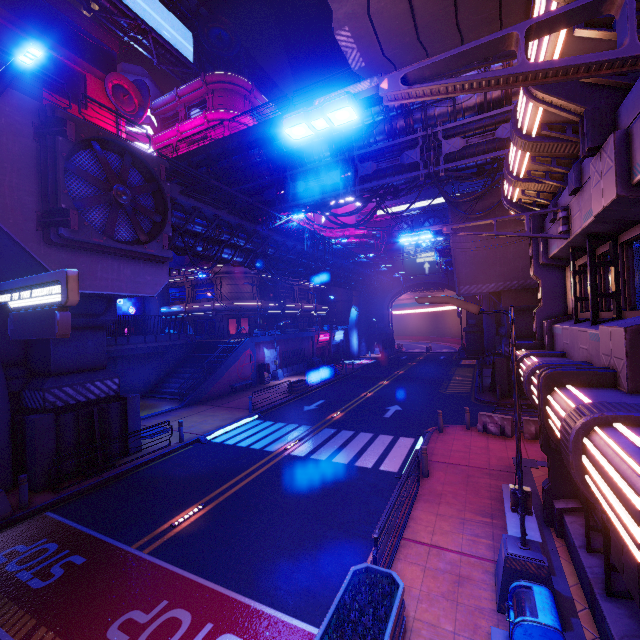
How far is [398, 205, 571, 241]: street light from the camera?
6.12m

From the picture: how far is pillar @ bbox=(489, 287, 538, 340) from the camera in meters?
21.8

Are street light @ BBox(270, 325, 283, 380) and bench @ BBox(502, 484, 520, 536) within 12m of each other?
no

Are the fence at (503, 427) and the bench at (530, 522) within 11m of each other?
yes

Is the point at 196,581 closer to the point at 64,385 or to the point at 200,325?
the point at 64,385

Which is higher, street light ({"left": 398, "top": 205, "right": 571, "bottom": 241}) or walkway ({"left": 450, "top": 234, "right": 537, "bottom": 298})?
walkway ({"left": 450, "top": 234, "right": 537, "bottom": 298})

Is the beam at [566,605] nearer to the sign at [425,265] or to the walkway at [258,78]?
the sign at [425,265]

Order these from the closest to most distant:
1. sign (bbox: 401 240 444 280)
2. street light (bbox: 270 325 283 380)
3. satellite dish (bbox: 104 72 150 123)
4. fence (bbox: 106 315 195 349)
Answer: fence (bbox: 106 315 195 349)
satellite dish (bbox: 104 72 150 123)
street light (bbox: 270 325 283 380)
sign (bbox: 401 240 444 280)
